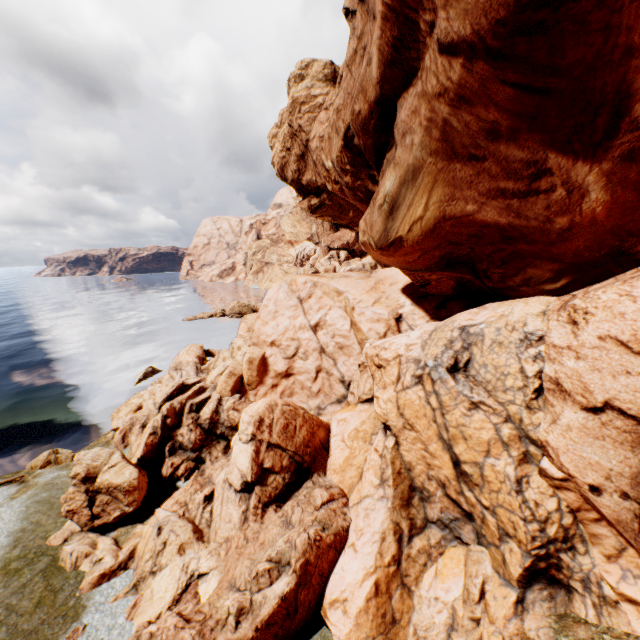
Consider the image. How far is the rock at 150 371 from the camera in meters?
31.9 m

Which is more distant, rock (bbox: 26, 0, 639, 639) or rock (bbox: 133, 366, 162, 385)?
rock (bbox: 133, 366, 162, 385)

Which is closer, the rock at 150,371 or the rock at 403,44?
the rock at 403,44

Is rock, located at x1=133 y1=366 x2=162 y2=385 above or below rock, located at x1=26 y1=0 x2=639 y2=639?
below

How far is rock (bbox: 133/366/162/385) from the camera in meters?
31.9

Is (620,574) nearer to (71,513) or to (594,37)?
(594,37)
